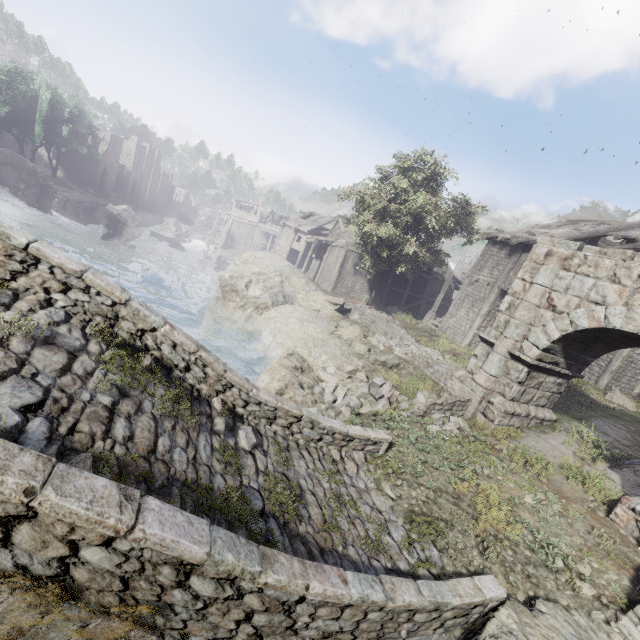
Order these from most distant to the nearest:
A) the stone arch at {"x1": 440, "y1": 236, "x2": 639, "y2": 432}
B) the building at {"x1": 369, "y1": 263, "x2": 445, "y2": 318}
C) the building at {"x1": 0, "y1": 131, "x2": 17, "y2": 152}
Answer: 1. the building at {"x1": 0, "y1": 131, "x2": 17, "y2": 152}
2. the building at {"x1": 369, "y1": 263, "x2": 445, "y2": 318}
3. the stone arch at {"x1": 440, "y1": 236, "x2": 639, "y2": 432}

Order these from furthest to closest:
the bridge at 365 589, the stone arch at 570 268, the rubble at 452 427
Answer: the rubble at 452 427 < the stone arch at 570 268 < the bridge at 365 589

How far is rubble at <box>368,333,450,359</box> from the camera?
15.9m

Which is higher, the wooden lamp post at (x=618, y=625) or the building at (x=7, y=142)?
the wooden lamp post at (x=618, y=625)

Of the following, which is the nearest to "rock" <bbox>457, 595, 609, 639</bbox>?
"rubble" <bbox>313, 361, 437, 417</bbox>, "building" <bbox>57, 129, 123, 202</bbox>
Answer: "rubble" <bbox>313, 361, 437, 417</bbox>

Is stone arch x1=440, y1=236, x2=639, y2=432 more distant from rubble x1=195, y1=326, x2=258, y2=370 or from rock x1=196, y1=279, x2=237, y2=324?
rock x1=196, y1=279, x2=237, y2=324

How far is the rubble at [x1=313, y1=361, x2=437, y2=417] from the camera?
11.0m

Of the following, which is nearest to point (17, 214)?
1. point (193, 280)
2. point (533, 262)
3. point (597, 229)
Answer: point (193, 280)
